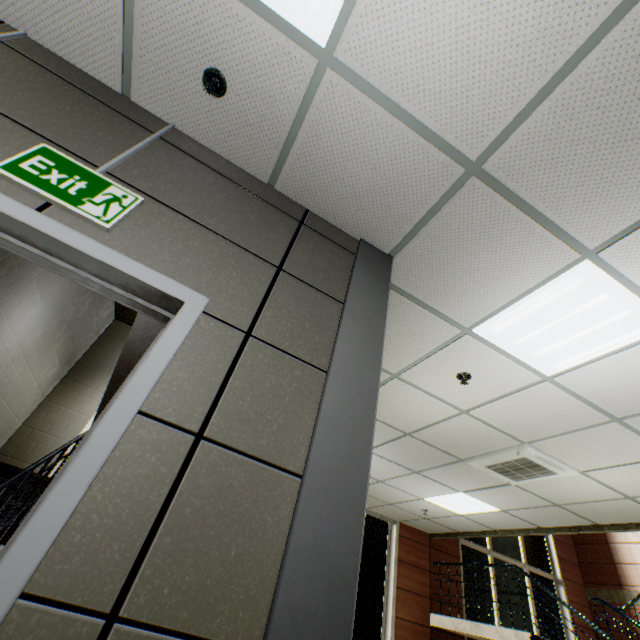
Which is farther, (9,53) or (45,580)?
(9,53)

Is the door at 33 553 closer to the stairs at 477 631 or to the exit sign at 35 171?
the exit sign at 35 171

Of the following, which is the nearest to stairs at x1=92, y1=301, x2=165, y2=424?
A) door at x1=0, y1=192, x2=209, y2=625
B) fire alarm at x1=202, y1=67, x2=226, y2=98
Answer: door at x1=0, y1=192, x2=209, y2=625

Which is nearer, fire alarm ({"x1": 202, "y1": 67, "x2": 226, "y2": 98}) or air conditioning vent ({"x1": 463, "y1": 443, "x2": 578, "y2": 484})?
fire alarm ({"x1": 202, "y1": 67, "x2": 226, "y2": 98})

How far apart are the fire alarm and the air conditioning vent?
4.74m

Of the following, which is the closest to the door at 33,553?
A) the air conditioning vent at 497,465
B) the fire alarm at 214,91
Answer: the fire alarm at 214,91

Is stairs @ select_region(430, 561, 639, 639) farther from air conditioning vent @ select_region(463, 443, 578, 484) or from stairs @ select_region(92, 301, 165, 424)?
stairs @ select_region(92, 301, 165, 424)

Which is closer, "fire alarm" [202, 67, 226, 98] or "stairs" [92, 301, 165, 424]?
"fire alarm" [202, 67, 226, 98]
